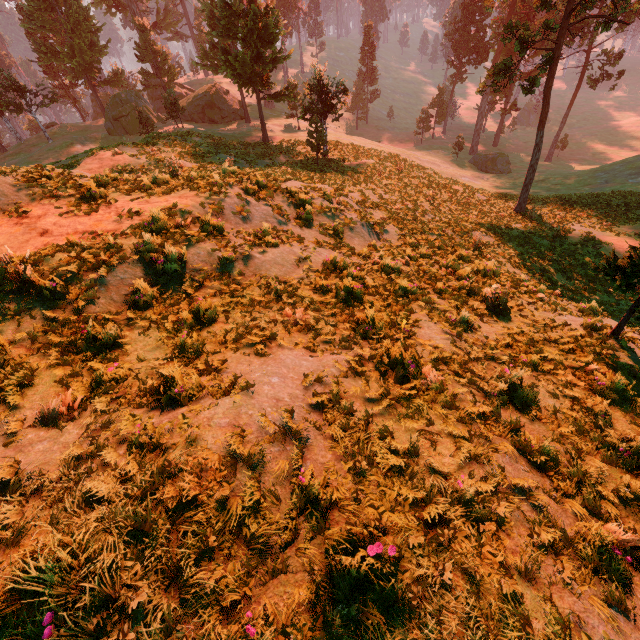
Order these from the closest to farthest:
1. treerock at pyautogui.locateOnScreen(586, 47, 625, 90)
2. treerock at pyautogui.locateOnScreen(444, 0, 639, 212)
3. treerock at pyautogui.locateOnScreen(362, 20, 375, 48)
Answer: treerock at pyautogui.locateOnScreen(444, 0, 639, 212) < treerock at pyautogui.locateOnScreen(586, 47, 625, 90) < treerock at pyautogui.locateOnScreen(362, 20, 375, 48)

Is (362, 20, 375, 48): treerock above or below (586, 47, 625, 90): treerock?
above

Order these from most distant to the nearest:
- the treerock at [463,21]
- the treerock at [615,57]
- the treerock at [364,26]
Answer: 1. the treerock at [364,26]
2. the treerock at [615,57]
3. the treerock at [463,21]

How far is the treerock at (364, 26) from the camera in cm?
5766

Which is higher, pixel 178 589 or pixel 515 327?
pixel 178 589

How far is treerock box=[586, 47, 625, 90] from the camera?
41.12m
